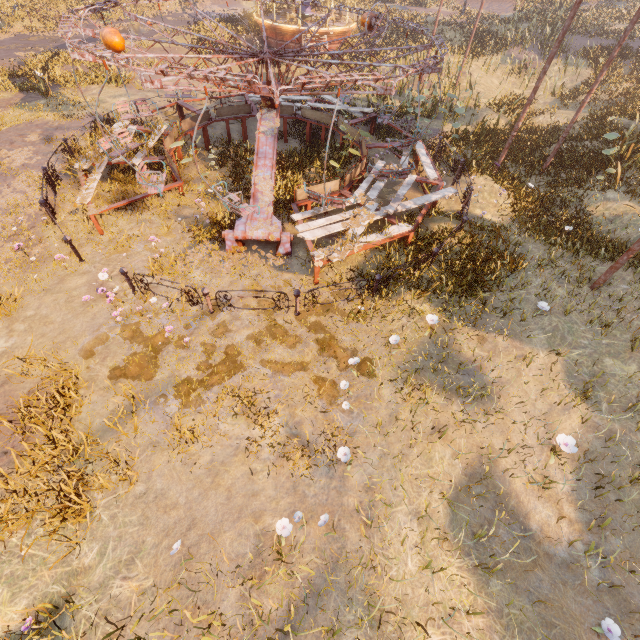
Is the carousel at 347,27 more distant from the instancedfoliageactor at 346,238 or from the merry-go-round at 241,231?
the instancedfoliageactor at 346,238

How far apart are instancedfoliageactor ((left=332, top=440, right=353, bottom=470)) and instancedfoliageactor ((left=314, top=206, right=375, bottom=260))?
4.3 meters

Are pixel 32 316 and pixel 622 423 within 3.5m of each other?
no

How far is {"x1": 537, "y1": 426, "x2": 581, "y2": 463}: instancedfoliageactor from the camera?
5.3m

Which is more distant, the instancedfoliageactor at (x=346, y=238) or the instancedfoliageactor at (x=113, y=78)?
the instancedfoliageactor at (x=113, y=78)

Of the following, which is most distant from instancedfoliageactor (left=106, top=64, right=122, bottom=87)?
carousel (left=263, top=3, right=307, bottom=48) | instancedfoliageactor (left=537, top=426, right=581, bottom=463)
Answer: instancedfoliageactor (left=537, top=426, right=581, bottom=463)

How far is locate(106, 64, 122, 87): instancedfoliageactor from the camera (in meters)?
16.14

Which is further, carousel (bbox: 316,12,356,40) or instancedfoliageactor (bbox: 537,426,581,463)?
carousel (bbox: 316,12,356,40)
